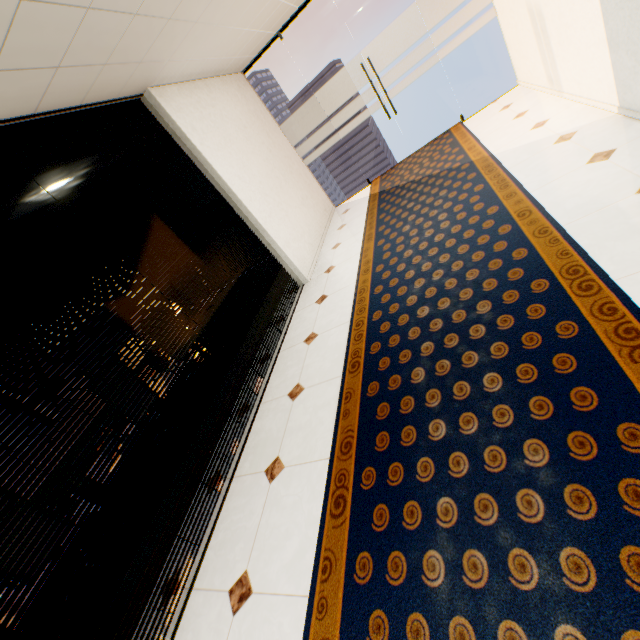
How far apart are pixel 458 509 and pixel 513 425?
0.5m
